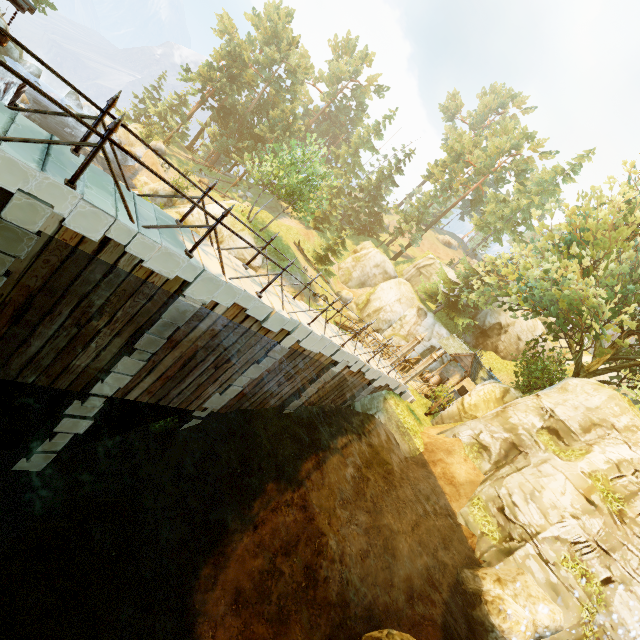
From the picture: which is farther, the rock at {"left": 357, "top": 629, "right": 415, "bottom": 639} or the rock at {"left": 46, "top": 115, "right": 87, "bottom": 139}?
the rock at {"left": 46, "top": 115, "right": 87, "bottom": 139}

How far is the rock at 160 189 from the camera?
29.03m

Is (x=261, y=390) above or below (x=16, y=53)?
above

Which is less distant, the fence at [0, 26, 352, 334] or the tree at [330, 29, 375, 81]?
the fence at [0, 26, 352, 334]

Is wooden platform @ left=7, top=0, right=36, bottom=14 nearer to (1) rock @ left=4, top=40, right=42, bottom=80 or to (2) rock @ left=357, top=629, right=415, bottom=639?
(2) rock @ left=357, top=629, right=415, bottom=639

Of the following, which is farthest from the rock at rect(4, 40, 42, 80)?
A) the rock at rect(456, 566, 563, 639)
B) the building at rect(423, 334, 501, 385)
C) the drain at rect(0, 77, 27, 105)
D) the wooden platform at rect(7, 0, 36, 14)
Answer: the rock at rect(456, 566, 563, 639)

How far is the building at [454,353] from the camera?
24.44m

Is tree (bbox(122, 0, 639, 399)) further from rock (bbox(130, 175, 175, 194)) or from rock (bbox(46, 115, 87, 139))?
rock (bbox(130, 175, 175, 194))
